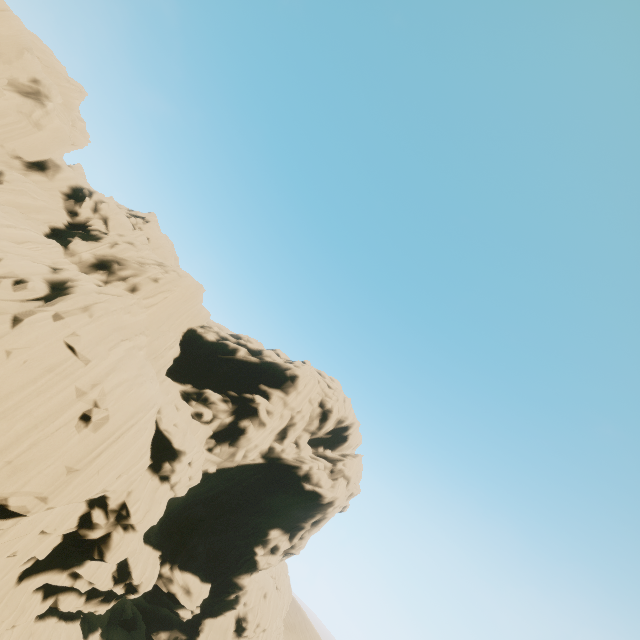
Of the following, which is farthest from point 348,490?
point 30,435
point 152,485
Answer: point 30,435
